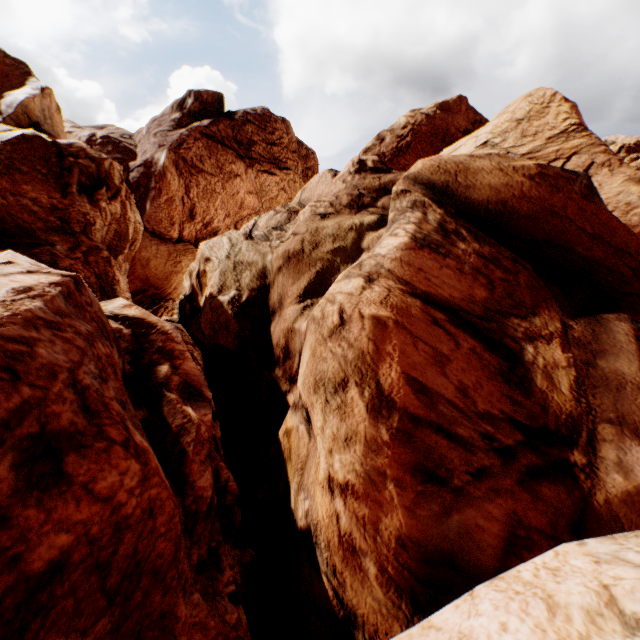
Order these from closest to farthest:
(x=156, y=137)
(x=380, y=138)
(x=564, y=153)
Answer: (x=156, y=137), (x=564, y=153), (x=380, y=138)
